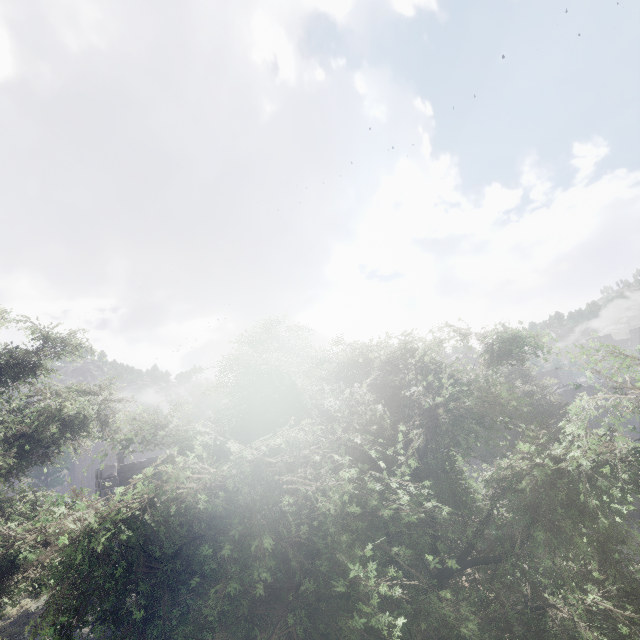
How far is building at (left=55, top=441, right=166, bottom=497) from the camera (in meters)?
13.66

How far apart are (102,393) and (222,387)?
2.9m

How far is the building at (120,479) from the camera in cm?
1366
